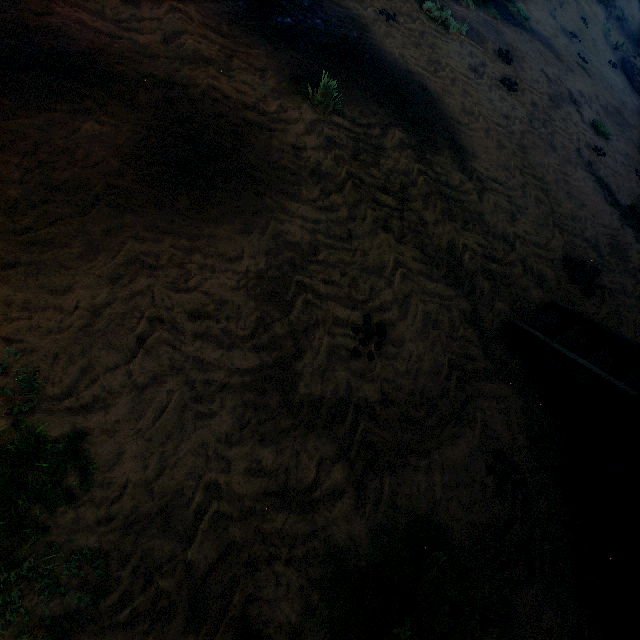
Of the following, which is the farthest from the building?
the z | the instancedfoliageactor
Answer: the instancedfoliageactor

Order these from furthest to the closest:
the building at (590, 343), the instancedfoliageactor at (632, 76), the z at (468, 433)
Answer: the instancedfoliageactor at (632, 76) < the building at (590, 343) < the z at (468, 433)

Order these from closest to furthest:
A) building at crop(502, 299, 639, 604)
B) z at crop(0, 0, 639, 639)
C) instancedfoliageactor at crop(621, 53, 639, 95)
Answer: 1. z at crop(0, 0, 639, 639)
2. building at crop(502, 299, 639, 604)
3. instancedfoliageactor at crop(621, 53, 639, 95)

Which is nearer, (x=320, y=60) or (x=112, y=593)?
(x=112, y=593)

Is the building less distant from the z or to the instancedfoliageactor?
the z

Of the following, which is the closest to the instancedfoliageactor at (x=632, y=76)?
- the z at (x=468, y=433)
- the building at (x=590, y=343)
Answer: the z at (x=468, y=433)
